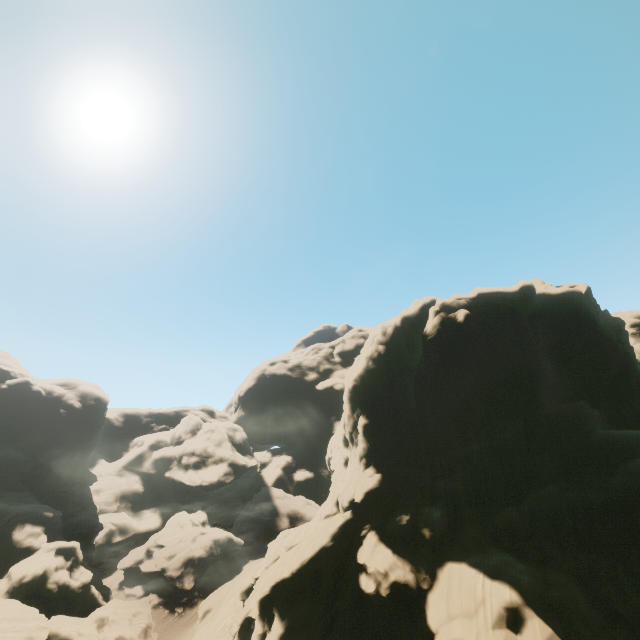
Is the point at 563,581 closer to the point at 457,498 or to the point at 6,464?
the point at 457,498

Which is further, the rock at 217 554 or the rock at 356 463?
the rock at 217 554

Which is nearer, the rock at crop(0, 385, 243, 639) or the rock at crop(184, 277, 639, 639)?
the rock at crop(184, 277, 639, 639)
